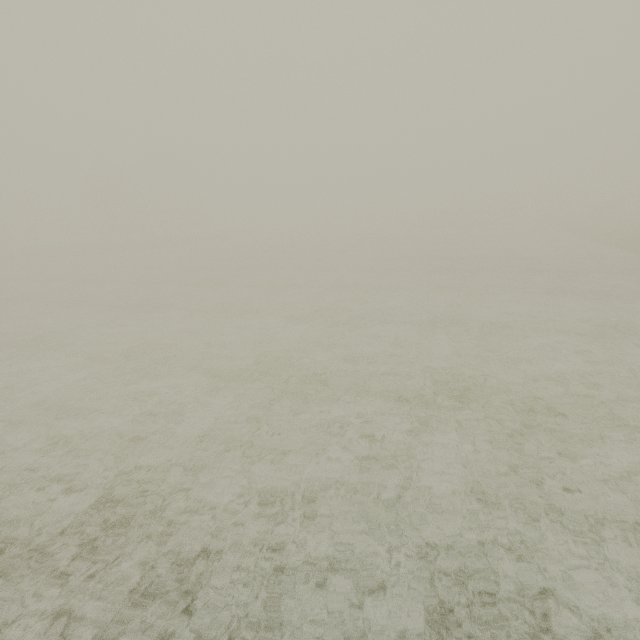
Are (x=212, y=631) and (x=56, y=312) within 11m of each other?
no
